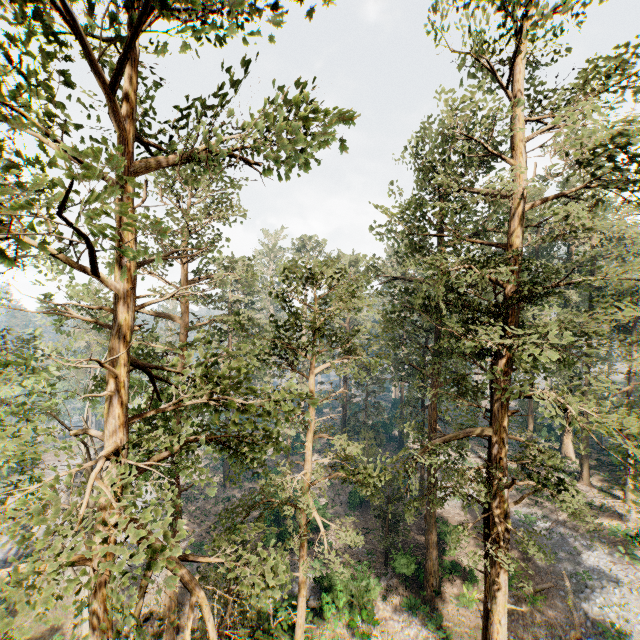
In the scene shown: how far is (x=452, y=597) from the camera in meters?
22.4 m
